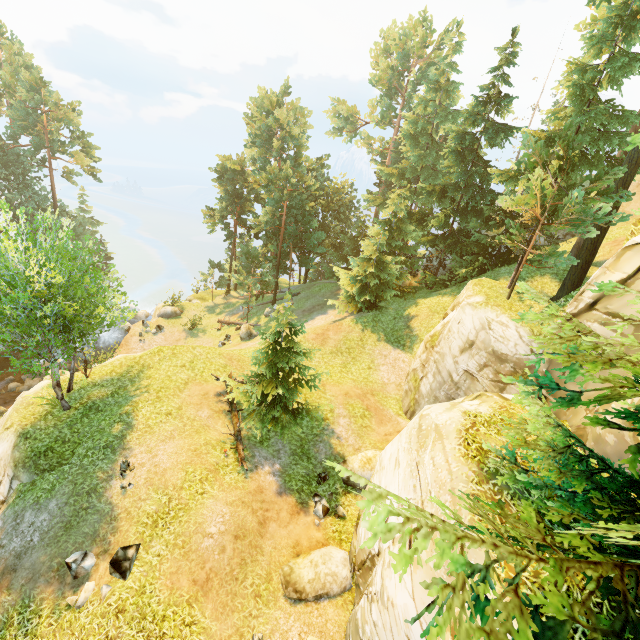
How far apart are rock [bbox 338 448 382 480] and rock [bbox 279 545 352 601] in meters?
2.7

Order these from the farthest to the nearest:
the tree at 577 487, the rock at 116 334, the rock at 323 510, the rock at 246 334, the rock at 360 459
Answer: the rock at 116 334, the rock at 246 334, the rock at 360 459, the rock at 323 510, the tree at 577 487

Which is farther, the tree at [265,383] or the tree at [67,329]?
the tree at [265,383]

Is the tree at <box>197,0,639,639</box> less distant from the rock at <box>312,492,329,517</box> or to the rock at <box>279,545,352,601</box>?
the rock at <box>312,492,329,517</box>

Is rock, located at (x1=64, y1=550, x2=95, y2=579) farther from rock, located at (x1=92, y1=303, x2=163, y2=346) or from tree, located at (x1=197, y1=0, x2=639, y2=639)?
rock, located at (x1=92, y1=303, x2=163, y2=346)

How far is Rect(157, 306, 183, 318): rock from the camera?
34.5 meters

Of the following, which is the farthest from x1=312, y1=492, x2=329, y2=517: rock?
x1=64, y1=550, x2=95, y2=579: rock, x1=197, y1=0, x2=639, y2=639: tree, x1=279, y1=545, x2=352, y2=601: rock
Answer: x1=64, y1=550, x2=95, y2=579: rock

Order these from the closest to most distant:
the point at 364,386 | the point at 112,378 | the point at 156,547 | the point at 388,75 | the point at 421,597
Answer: the point at 421,597, the point at 156,547, the point at 112,378, the point at 364,386, the point at 388,75
